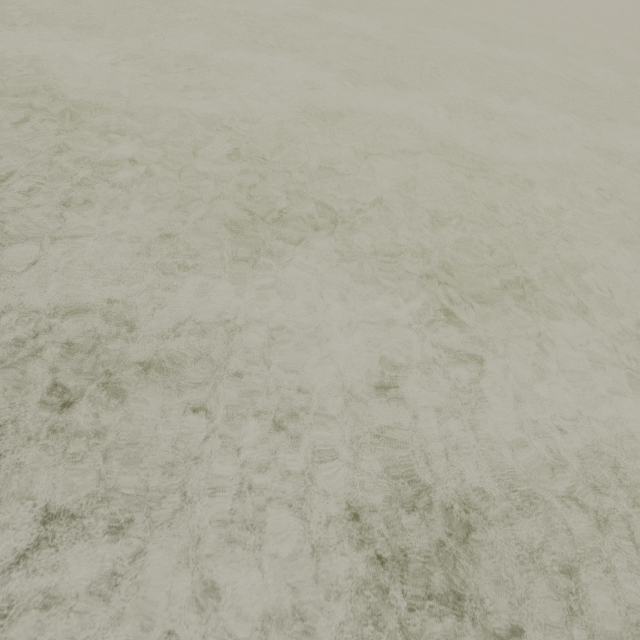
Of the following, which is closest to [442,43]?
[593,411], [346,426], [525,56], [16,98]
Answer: [525,56]
